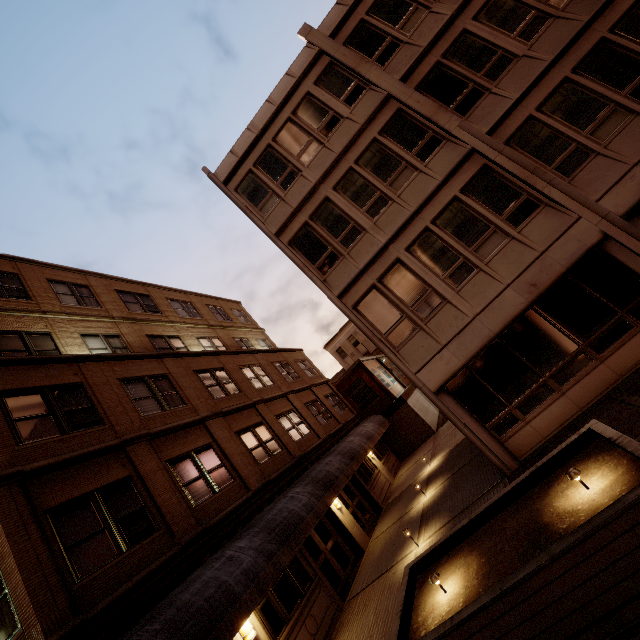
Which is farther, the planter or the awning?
the awning

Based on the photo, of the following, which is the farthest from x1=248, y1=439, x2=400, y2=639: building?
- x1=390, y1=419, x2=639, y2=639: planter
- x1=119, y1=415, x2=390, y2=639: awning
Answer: x1=390, y1=419, x2=639, y2=639: planter

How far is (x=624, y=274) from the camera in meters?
8.8

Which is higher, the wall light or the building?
the wall light

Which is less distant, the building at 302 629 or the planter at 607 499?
the planter at 607 499

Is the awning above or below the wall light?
above

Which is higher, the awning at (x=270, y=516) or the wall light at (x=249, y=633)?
the awning at (x=270, y=516)

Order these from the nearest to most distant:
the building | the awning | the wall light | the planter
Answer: the planter, the awning, the wall light, the building
